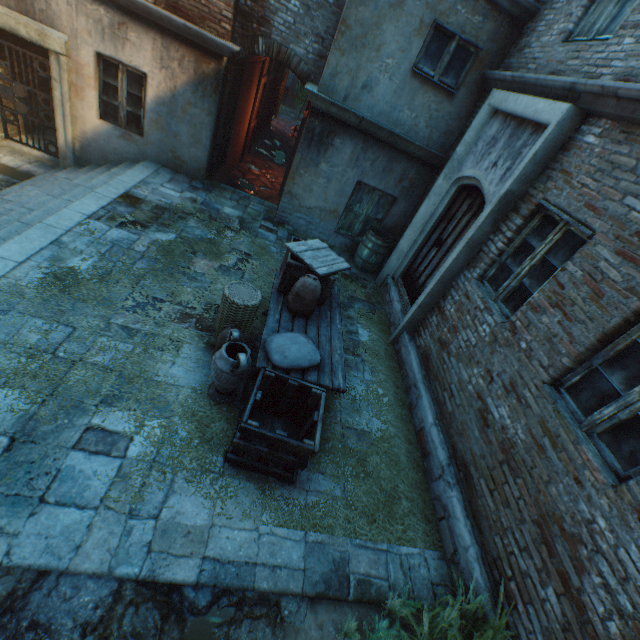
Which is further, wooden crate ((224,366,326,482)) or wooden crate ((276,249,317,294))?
wooden crate ((276,249,317,294))

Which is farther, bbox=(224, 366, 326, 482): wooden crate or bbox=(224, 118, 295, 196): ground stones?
bbox=(224, 118, 295, 196): ground stones

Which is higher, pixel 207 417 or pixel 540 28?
pixel 540 28

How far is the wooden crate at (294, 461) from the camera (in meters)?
3.10

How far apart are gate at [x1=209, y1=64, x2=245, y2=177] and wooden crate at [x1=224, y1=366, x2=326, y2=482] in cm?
672

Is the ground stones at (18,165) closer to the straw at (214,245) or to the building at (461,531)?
the building at (461,531)

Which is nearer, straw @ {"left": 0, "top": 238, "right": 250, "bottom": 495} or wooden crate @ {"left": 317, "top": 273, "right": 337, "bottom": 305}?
straw @ {"left": 0, "top": 238, "right": 250, "bottom": 495}

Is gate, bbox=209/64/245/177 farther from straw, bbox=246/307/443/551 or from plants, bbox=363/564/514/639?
plants, bbox=363/564/514/639
